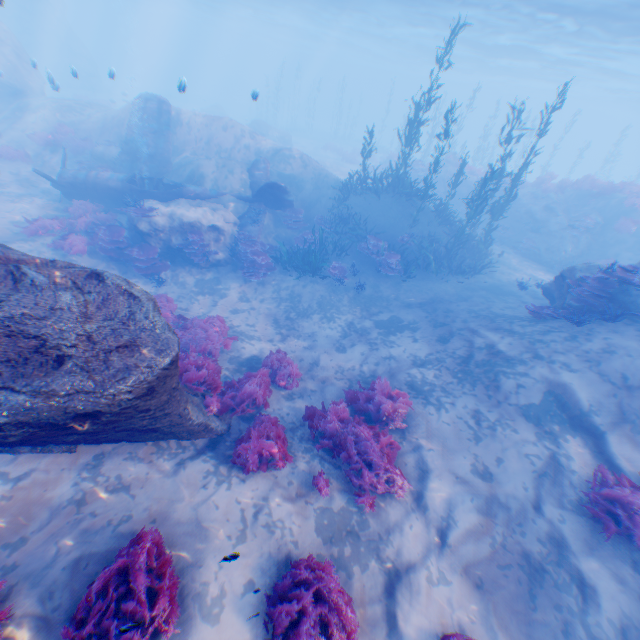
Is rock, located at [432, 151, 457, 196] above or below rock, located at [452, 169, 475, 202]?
above

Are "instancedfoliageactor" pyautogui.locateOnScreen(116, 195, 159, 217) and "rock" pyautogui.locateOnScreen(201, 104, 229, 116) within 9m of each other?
no

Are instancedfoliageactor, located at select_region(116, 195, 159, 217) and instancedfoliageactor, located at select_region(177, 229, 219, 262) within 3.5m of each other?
yes

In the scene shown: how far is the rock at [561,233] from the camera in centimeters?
1772cm

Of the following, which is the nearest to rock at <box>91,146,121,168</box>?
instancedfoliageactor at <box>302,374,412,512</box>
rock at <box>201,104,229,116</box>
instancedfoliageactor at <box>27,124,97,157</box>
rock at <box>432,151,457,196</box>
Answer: instancedfoliageactor at <box>27,124,97,157</box>

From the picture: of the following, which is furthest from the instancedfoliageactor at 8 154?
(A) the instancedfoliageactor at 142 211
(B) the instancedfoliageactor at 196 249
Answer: (B) the instancedfoliageactor at 196 249

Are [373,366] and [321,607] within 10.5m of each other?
yes

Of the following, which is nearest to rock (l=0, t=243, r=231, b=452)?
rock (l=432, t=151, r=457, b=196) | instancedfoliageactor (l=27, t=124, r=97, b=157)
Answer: instancedfoliageactor (l=27, t=124, r=97, b=157)
